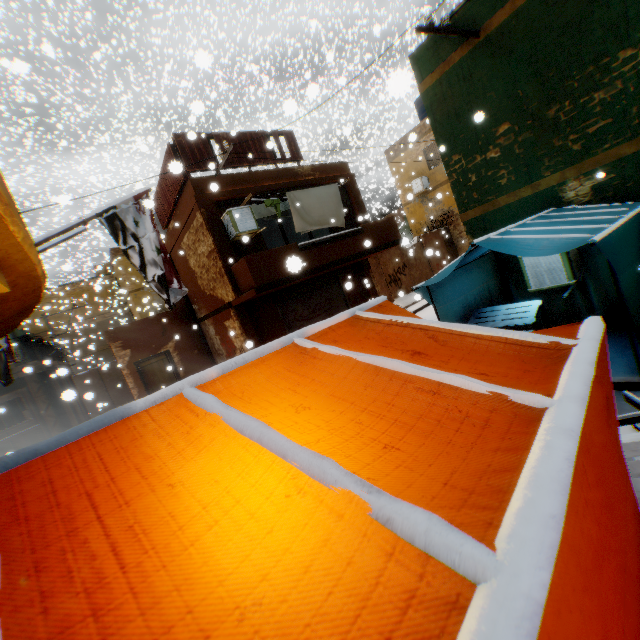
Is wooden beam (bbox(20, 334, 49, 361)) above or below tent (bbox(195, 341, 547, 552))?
above

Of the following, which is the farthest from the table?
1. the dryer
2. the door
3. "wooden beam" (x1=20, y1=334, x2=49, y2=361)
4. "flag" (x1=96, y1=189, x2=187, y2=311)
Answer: "wooden beam" (x1=20, y1=334, x2=49, y2=361)

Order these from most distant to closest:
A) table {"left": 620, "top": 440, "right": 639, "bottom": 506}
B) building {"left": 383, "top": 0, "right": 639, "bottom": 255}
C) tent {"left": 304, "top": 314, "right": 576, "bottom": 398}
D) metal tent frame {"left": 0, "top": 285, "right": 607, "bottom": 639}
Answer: building {"left": 383, "top": 0, "right": 639, "bottom": 255} → table {"left": 620, "top": 440, "right": 639, "bottom": 506} → tent {"left": 304, "top": 314, "right": 576, "bottom": 398} → metal tent frame {"left": 0, "top": 285, "right": 607, "bottom": 639}

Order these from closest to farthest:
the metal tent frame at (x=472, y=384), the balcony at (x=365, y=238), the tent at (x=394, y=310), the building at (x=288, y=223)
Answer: the metal tent frame at (x=472, y=384)
the tent at (x=394, y=310)
the balcony at (x=365, y=238)
the building at (x=288, y=223)

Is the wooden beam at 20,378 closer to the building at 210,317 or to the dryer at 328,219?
the building at 210,317

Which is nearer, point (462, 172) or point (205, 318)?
point (462, 172)

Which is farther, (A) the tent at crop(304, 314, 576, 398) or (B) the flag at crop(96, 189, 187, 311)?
(B) the flag at crop(96, 189, 187, 311)

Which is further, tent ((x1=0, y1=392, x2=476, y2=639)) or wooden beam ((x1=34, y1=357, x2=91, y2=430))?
wooden beam ((x1=34, y1=357, x2=91, y2=430))
